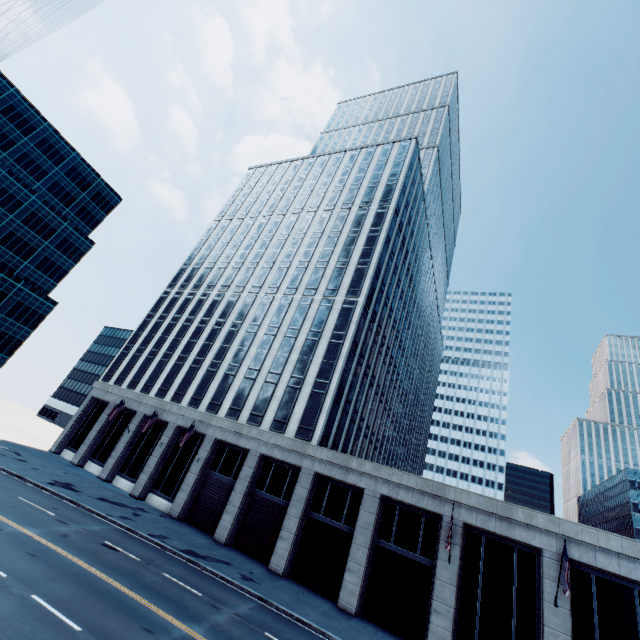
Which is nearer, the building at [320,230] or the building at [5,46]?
the building at [5,46]

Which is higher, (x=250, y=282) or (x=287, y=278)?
(x=287, y=278)

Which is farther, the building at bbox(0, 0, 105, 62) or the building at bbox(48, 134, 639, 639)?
the building at bbox(48, 134, 639, 639)
